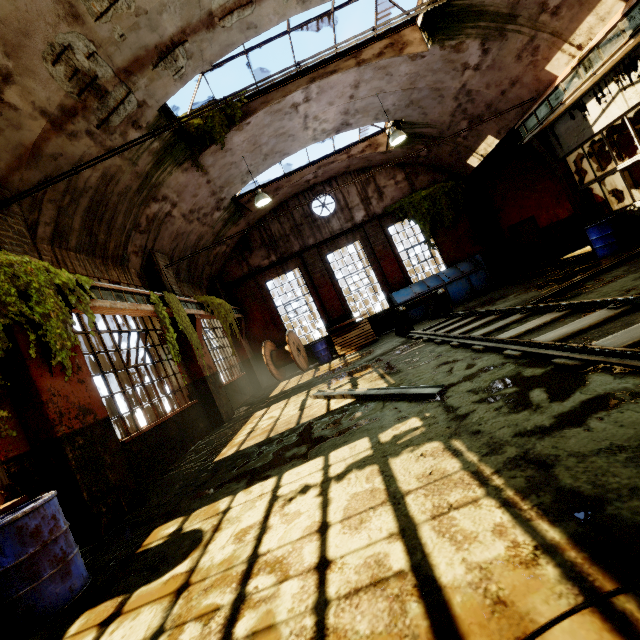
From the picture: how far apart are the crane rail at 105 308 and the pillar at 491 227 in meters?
13.9

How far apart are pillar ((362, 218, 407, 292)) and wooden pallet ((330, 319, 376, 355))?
0.01m

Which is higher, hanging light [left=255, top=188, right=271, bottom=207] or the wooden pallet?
hanging light [left=255, top=188, right=271, bottom=207]

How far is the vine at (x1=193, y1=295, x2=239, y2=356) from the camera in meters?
10.8 m

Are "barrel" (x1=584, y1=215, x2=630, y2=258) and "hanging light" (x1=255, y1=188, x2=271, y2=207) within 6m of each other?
no

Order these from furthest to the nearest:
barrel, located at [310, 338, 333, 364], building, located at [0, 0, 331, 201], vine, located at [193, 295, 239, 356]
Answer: barrel, located at [310, 338, 333, 364] < vine, located at [193, 295, 239, 356] < building, located at [0, 0, 331, 201]

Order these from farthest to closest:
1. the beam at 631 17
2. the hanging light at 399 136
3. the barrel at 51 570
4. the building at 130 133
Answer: the hanging light at 399 136 < the beam at 631 17 < the building at 130 133 < the barrel at 51 570

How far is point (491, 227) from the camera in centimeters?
1470cm
